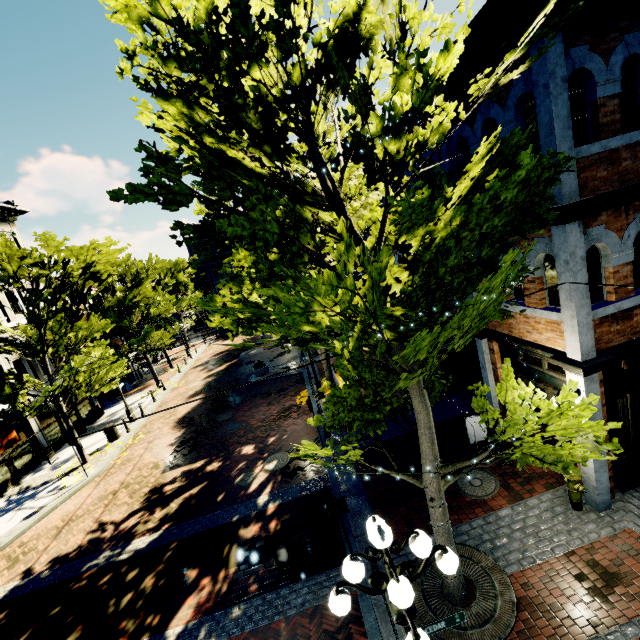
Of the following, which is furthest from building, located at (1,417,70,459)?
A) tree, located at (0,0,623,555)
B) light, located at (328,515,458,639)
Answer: light, located at (328,515,458,639)

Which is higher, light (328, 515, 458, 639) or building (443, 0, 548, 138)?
building (443, 0, 548, 138)

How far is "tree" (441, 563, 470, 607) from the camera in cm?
566

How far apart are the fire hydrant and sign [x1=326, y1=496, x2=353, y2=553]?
4.60m

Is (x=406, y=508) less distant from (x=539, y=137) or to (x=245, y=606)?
(x=245, y=606)

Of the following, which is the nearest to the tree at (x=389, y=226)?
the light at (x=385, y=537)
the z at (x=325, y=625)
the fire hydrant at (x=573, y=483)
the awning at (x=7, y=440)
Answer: the z at (x=325, y=625)

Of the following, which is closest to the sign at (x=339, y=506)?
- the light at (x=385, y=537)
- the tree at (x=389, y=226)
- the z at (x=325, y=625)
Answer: the z at (x=325, y=625)

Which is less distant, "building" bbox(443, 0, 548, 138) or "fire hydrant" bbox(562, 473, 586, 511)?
"building" bbox(443, 0, 548, 138)
